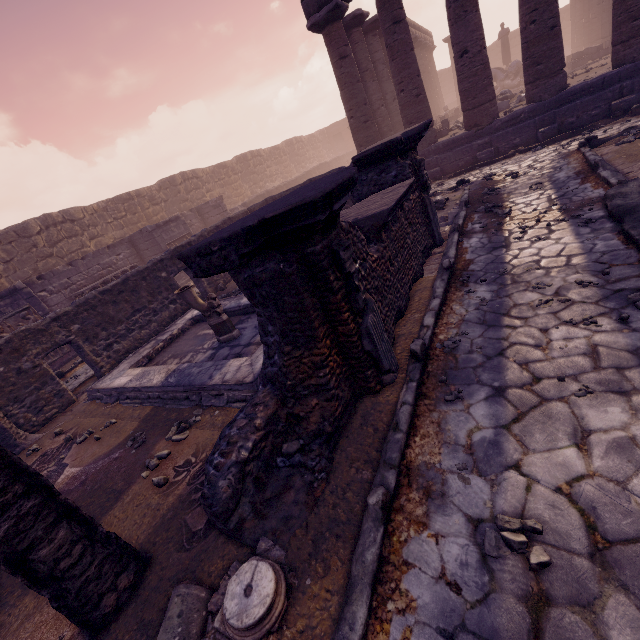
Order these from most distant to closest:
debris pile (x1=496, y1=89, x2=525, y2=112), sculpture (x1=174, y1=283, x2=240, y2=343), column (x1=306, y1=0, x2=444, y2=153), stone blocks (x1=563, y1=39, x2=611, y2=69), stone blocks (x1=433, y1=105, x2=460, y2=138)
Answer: stone blocks (x1=563, y1=39, x2=611, y2=69) → stone blocks (x1=433, y1=105, x2=460, y2=138) → debris pile (x1=496, y1=89, x2=525, y2=112) → column (x1=306, y1=0, x2=444, y2=153) → sculpture (x1=174, y1=283, x2=240, y2=343)

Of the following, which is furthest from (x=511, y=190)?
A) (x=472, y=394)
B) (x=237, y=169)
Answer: (x=237, y=169)

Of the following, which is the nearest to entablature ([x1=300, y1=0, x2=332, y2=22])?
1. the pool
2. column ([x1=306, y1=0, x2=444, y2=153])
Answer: column ([x1=306, y1=0, x2=444, y2=153])

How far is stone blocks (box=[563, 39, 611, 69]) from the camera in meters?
15.4 m

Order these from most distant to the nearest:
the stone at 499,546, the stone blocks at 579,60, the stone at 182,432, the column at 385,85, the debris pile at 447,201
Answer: the stone blocks at 579,60 < the column at 385,85 < the debris pile at 447,201 < the stone at 182,432 < the stone at 499,546

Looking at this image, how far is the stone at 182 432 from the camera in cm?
424

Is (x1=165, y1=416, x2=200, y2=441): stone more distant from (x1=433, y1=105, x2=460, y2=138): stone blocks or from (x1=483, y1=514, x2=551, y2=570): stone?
(x1=433, y1=105, x2=460, y2=138): stone blocks

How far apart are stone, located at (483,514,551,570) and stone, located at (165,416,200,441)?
3.6 meters
